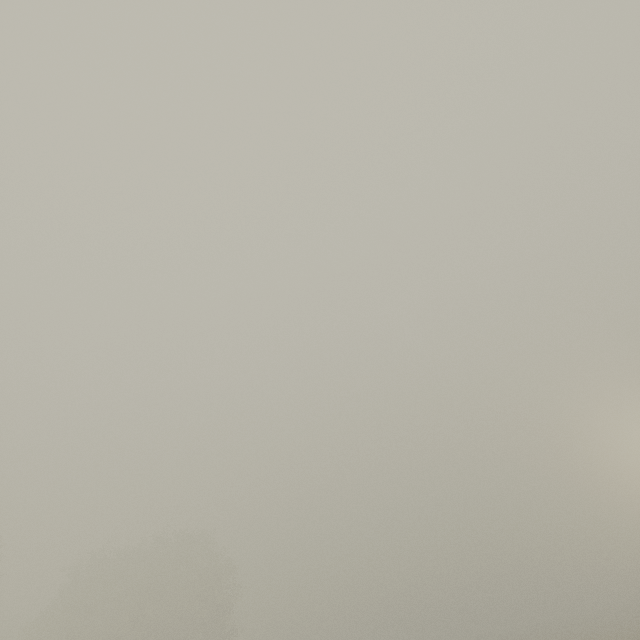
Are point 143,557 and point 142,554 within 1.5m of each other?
yes
